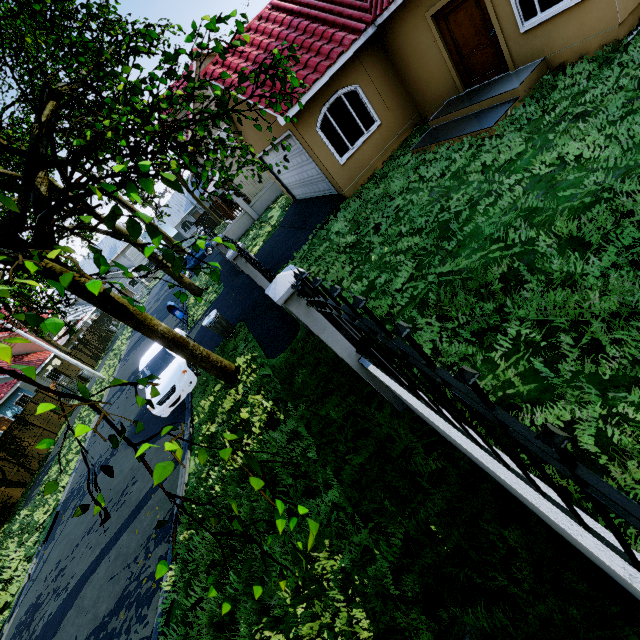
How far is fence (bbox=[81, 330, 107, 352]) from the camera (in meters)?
32.66

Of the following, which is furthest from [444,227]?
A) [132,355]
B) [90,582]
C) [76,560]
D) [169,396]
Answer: [132,355]

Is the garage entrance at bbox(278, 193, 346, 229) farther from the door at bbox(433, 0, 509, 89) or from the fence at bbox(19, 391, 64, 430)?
the door at bbox(433, 0, 509, 89)

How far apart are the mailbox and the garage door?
7.8 meters

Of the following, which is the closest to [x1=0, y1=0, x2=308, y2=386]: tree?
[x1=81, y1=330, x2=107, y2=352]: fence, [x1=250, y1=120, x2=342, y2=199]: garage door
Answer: [x1=81, y1=330, x2=107, y2=352]: fence

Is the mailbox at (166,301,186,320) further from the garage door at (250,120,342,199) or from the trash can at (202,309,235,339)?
the garage door at (250,120,342,199)

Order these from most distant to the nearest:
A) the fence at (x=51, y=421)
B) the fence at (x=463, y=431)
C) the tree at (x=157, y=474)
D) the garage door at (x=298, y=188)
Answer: the fence at (x=51, y=421)
the garage door at (x=298, y=188)
the tree at (x=157, y=474)
the fence at (x=463, y=431)

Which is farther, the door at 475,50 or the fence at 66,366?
the fence at 66,366
